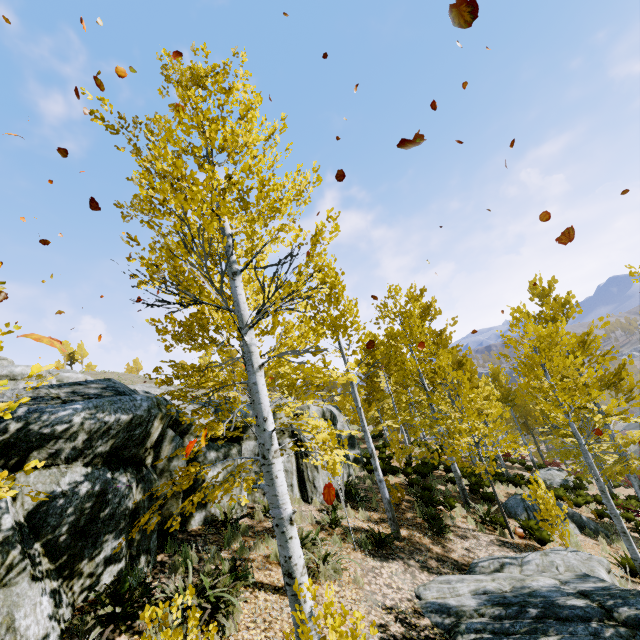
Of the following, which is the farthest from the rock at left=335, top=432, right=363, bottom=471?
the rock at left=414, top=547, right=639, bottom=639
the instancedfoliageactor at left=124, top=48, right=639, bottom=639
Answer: the rock at left=414, top=547, right=639, bottom=639

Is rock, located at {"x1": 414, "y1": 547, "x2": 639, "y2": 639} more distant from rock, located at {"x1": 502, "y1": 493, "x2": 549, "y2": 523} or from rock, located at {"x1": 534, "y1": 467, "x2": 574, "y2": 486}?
rock, located at {"x1": 534, "y1": 467, "x2": 574, "y2": 486}

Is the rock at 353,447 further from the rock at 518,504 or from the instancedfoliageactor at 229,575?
the rock at 518,504

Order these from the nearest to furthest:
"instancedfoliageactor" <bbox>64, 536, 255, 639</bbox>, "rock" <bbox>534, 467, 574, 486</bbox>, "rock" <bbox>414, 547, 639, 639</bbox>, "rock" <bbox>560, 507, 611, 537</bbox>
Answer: "instancedfoliageactor" <bbox>64, 536, 255, 639</bbox>, "rock" <bbox>414, 547, 639, 639</bbox>, "rock" <bbox>560, 507, 611, 537</bbox>, "rock" <bbox>534, 467, 574, 486</bbox>

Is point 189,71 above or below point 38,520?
above

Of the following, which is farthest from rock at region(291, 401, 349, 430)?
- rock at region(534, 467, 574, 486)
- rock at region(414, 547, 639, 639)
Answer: rock at region(534, 467, 574, 486)

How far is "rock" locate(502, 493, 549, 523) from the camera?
12.48m

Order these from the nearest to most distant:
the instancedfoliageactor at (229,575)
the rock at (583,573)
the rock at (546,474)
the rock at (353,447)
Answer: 1. the instancedfoliageactor at (229,575)
2. the rock at (583,573)
3. the rock at (353,447)
4. the rock at (546,474)
